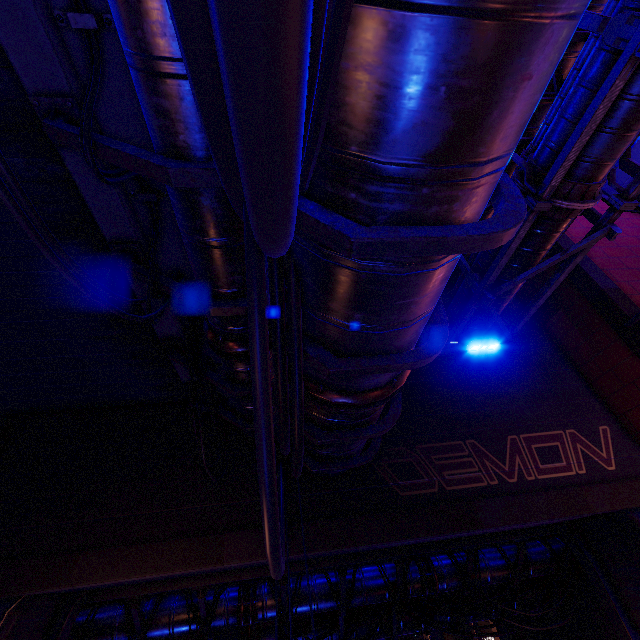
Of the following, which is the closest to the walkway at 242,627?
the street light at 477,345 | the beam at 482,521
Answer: the beam at 482,521

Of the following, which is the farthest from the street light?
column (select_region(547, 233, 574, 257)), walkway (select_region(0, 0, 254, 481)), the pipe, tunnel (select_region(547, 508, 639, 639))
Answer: tunnel (select_region(547, 508, 639, 639))

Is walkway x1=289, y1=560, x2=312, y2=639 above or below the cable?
below

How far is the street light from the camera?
7.75m

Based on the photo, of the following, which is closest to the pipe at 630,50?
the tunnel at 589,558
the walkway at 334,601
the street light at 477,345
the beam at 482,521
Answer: the street light at 477,345

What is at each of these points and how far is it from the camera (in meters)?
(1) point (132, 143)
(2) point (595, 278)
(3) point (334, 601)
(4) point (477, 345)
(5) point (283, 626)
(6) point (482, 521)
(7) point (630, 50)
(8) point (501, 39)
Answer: (1) walkway, 3.16
(2) column, 8.57
(3) walkway, 8.57
(4) street light, 7.76
(5) walkway, 8.29
(6) beam, 6.41
(7) pipe, 4.52
(8) walkway, 1.39

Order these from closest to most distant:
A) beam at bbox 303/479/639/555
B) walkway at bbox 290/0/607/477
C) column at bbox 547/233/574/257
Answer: walkway at bbox 290/0/607/477 < beam at bbox 303/479/639/555 < column at bbox 547/233/574/257

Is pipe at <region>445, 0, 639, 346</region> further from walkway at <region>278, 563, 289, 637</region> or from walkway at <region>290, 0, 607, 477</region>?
walkway at <region>278, 563, 289, 637</region>
